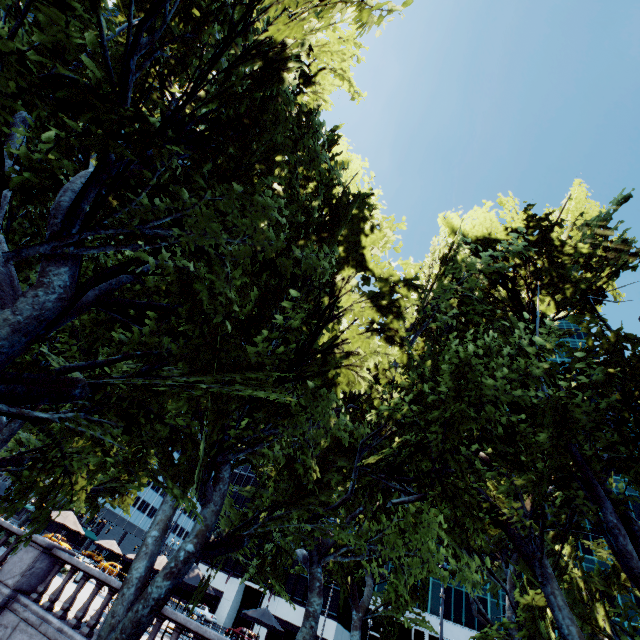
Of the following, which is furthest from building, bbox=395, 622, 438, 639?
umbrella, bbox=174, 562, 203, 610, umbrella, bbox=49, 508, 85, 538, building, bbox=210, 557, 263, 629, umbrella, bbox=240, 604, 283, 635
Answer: umbrella, bbox=174, 562, 203, 610

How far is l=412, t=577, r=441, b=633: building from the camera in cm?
Answer: 4622

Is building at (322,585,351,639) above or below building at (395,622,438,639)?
below

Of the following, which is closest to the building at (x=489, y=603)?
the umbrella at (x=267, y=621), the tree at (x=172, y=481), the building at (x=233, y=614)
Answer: the building at (x=233, y=614)

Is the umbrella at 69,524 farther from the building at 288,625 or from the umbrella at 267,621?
the building at 288,625

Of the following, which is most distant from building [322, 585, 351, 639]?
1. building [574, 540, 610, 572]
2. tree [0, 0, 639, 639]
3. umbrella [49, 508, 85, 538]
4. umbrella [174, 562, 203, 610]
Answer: umbrella [174, 562, 203, 610]

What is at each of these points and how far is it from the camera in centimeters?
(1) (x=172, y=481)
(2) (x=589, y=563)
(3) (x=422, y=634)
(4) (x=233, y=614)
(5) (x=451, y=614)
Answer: (1) tree, 750cm
(2) building, 4709cm
(3) building, 4575cm
(4) building, 5344cm
(5) building, 4656cm

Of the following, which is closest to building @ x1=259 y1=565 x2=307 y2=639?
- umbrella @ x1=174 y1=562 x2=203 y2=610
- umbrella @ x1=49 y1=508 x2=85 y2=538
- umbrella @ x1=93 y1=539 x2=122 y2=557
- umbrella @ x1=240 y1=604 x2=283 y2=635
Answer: umbrella @ x1=93 y1=539 x2=122 y2=557
